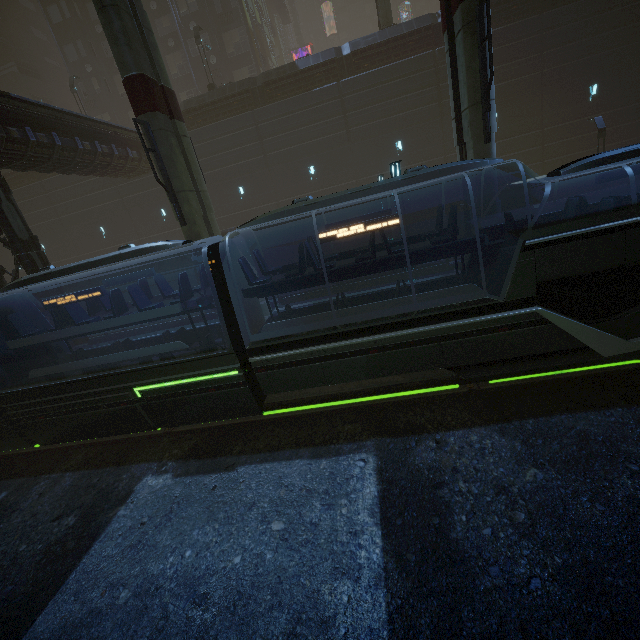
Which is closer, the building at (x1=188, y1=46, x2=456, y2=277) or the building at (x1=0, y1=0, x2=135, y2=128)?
the building at (x1=188, y1=46, x2=456, y2=277)

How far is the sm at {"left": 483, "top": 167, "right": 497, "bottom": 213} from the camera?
10.25m

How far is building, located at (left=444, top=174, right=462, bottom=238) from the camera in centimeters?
2200cm

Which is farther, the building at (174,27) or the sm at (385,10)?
the sm at (385,10)

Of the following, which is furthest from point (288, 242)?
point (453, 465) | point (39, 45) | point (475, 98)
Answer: point (39, 45)

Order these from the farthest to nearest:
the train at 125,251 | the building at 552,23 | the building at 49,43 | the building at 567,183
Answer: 1. the building at 49,43
2. the building at 567,183
3. the building at 552,23
4. the train at 125,251

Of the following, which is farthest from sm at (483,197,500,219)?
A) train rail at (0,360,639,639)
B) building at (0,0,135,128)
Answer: train rail at (0,360,639,639)
